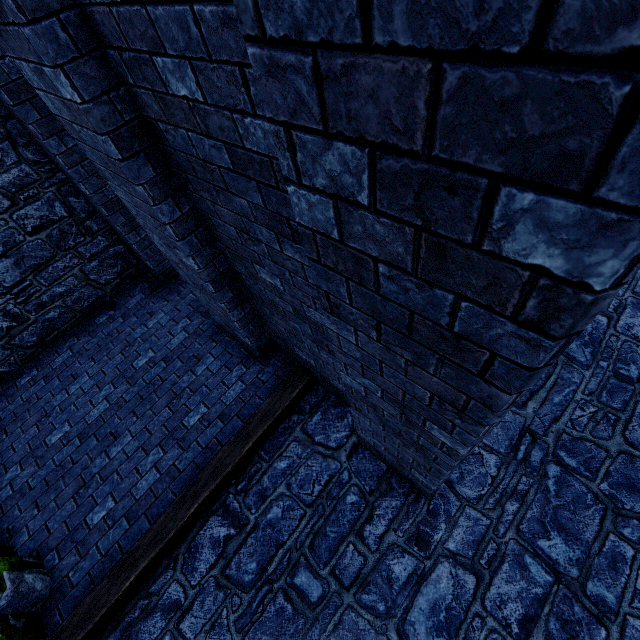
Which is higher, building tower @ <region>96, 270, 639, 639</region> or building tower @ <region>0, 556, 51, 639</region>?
building tower @ <region>0, 556, 51, 639</region>

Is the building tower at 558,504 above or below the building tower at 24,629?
below

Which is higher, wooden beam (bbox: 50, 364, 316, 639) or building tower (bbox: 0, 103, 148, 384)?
building tower (bbox: 0, 103, 148, 384)

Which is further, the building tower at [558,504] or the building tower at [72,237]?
the building tower at [72,237]

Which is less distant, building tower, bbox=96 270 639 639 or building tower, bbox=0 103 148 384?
building tower, bbox=96 270 639 639

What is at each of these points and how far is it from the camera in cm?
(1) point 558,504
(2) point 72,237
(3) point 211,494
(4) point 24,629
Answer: (1) building tower, 344
(2) building tower, 517
(3) wooden beam, 387
(4) building tower, 321

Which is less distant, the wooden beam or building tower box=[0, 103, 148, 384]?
the wooden beam
